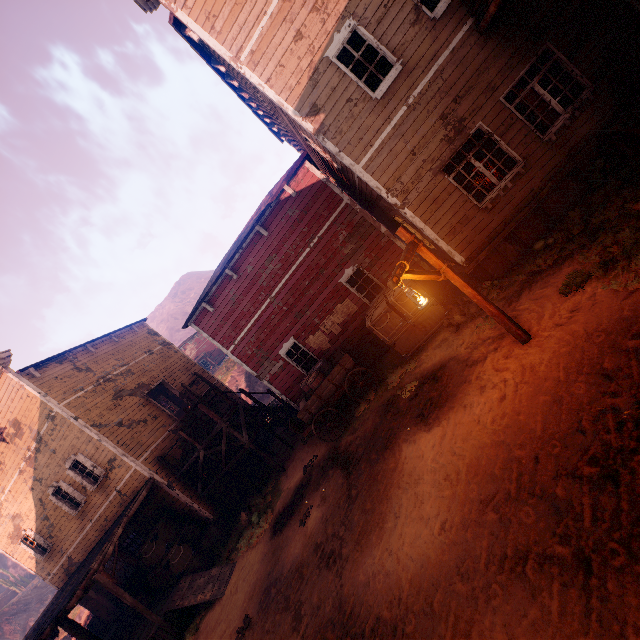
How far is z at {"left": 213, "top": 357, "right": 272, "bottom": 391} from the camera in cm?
3556

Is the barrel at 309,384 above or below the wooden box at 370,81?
below

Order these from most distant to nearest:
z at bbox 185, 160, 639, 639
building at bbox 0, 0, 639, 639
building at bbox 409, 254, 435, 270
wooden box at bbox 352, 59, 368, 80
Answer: building at bbox 409, 254, 435, 270 < wooden box at bbox 352, 59, 368, 80 < building at bbox 0, 0, 639, 639 < z at bbox 185, 160, 639, 639

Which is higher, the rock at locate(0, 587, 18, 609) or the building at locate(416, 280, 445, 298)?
the rock at locate(0, 587, 18, 609)

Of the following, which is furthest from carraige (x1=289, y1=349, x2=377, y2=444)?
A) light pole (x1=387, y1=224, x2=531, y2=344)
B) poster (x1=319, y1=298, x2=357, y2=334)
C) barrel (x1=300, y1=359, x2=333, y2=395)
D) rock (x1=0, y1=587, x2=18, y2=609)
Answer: rock (x1=0, y1=587, x2=18, y2=609)

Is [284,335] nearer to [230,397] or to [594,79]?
[230,397]

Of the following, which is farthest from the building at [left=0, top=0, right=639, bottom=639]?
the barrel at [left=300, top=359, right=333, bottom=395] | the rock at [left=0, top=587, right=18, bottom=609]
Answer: the rock at [left=0, top=587, right=18, bottom=609]

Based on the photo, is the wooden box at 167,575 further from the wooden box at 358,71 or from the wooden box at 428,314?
the wooden box at 358,71
